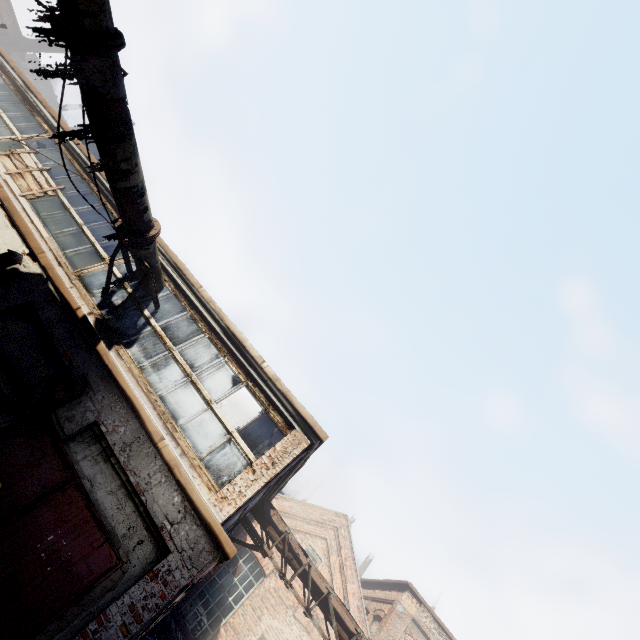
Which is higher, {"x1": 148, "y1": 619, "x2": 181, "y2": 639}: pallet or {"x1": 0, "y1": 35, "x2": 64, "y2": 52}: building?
{"x1": 0, "y1": 35, "x2": 64, "y2": 52}: building

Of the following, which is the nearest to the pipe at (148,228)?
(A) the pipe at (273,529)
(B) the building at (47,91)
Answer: (A) the pipe at (273,529)

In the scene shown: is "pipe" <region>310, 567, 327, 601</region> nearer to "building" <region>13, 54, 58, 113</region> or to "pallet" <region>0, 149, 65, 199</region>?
"pallet" <region>0, 149, 65, 199</region>

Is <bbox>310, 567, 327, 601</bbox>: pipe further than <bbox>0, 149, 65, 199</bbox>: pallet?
Yes

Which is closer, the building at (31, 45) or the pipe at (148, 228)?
the pipe at (148, 228)

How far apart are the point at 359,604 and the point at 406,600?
2.5 meters

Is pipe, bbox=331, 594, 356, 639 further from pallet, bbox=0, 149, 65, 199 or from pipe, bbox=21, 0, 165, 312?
pallet, bbox=0, 149, 65, 199

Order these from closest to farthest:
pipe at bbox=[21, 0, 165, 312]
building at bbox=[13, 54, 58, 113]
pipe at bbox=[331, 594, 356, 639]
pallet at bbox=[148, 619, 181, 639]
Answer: pipe at bbox=[21, 0, 165, 312], pipe at bbox=[331, 594, 356, 639], pallet at bbox=[148, 619, 181, 639], building at bbox=[13, 54, 58, 113]
